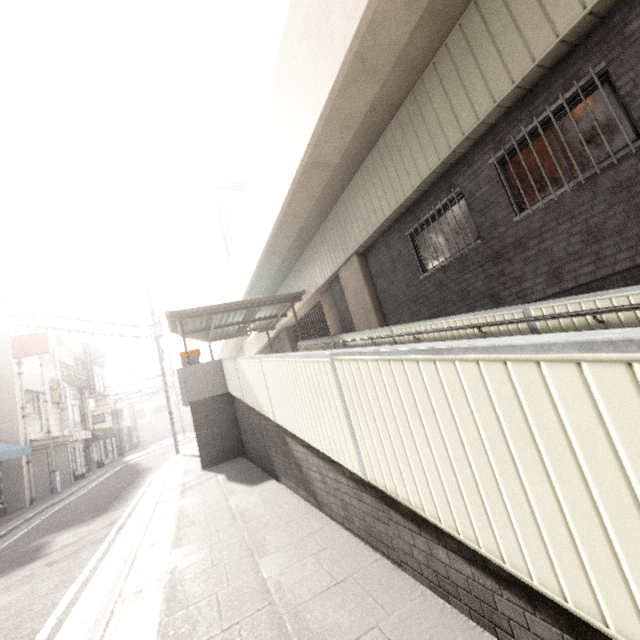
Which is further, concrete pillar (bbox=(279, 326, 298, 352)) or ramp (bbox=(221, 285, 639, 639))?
concrete pillar (bbox=(279, 326, 298, 352))

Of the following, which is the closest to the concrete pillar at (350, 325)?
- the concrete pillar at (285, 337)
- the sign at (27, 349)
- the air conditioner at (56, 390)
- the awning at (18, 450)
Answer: the concrete pillar at (285, 337)

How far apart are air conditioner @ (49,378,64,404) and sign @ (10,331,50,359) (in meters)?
3.81

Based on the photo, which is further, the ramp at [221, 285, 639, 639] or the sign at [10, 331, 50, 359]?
the sign at [10, 331, 50, 359]

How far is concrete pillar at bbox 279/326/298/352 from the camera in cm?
1832

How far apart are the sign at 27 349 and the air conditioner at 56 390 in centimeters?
381cm

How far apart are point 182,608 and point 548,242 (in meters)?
6.89

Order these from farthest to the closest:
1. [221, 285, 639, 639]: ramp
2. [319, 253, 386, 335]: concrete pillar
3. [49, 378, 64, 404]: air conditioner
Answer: [49, 378, 64, 404]: air conditioner < [319, 253, 386, 335]: concrete pillar < [221, 285, 639, 639]: ramp
